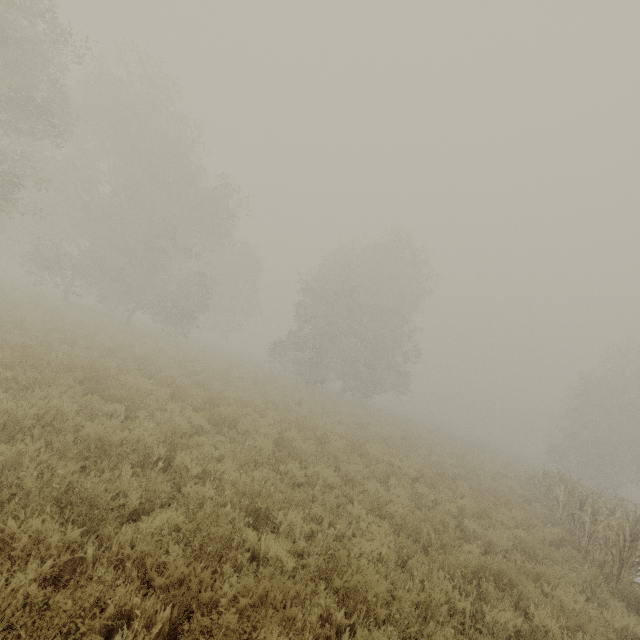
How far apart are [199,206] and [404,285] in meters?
21.3
